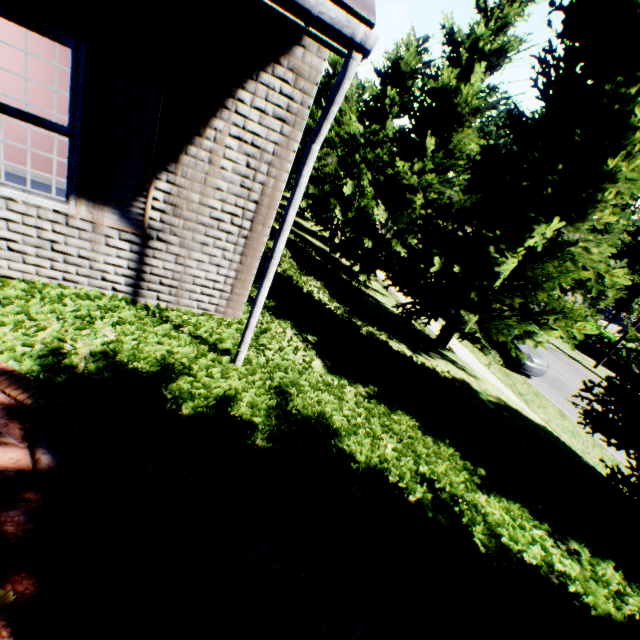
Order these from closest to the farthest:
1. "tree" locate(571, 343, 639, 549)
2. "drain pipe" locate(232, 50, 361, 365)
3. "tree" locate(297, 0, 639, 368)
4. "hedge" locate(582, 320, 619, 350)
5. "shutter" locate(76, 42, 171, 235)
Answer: "drain pipe" locate(232, 50, 361, 365) → "shutter" locate(76, 42, 171, 235) → "tree" locate(571, 343, 639, 549) → "tree" locate(297, 0, 639, 368) → "hedge" locate(582, 320, 619, 350)

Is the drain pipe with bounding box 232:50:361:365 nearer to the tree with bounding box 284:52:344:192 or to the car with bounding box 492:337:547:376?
the tree with bounding box 284:52:344:192

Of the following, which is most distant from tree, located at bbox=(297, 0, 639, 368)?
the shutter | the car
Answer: the shutter

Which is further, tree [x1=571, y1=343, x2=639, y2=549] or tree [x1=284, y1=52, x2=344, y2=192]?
tree [x1=284, y1=52, x2=344, y2=192]

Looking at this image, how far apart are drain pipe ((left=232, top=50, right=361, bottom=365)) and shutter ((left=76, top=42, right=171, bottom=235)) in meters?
Result: 1.6 m

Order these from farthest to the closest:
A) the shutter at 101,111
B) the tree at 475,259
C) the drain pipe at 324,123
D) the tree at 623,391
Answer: the tree at 475,259 < the tree at 623,391 < the shutter at 101,111 < the drain pipe at 324,123

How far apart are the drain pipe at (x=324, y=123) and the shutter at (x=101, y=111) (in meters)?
1.59

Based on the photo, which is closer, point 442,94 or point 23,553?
point 23,553
